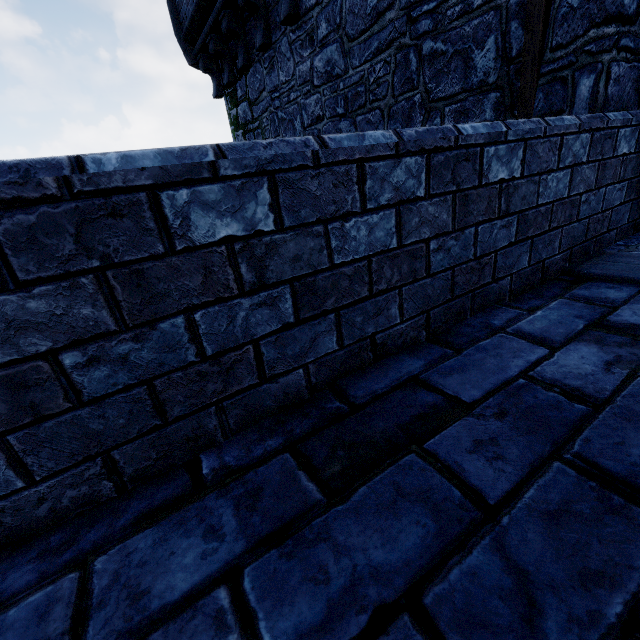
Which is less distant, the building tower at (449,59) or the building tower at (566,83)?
the building tower at (566,83)

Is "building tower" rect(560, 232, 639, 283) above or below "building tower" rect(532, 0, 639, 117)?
below

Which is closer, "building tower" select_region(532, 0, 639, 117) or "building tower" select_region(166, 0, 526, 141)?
"building tower" select_region(532, 0, 639, 117)

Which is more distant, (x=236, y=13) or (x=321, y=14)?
(x=236, y=13)

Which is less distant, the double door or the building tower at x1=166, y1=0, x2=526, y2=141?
the double door
